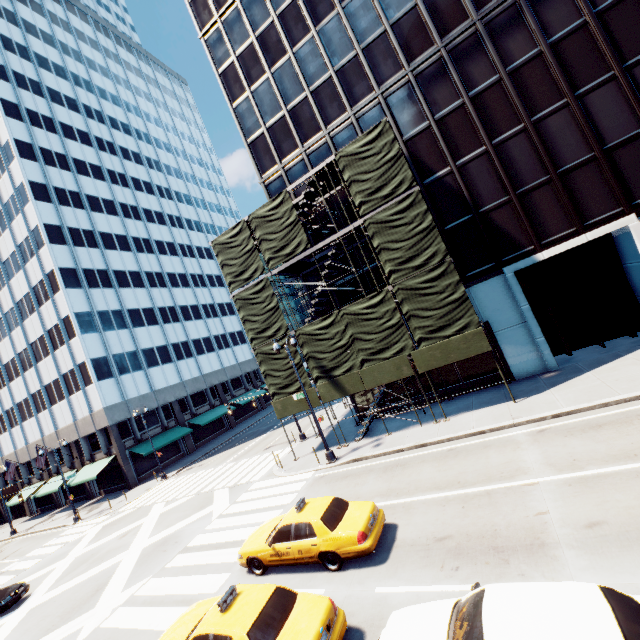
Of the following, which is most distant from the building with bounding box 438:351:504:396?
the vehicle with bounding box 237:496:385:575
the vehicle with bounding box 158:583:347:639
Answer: the vehicle with bounding box 158:583:347:639

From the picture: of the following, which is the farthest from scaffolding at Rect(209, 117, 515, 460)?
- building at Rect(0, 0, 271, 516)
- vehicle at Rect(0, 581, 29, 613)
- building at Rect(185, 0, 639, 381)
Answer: building at Rect(0, 0, 271, 516)

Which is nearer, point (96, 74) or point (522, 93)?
point (522, 93)

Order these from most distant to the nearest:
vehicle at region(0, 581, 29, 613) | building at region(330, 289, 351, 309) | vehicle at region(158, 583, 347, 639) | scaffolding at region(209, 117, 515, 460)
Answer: building at region(330, 289, 351, 309)
scaffolding at region(209, 117, 515, 460)
vehicle at region(0, 581, 29, 613)
vehicle at region(158, 583, 347, 639)

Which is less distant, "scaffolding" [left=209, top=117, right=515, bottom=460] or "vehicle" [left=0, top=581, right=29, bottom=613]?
"vehicle" [left=0, top=581, right=29, bottom=613]

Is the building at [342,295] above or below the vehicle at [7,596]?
above

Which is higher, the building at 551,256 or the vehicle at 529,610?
the building at 551,256

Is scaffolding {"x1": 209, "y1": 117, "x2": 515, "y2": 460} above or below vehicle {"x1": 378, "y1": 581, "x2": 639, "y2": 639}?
above
